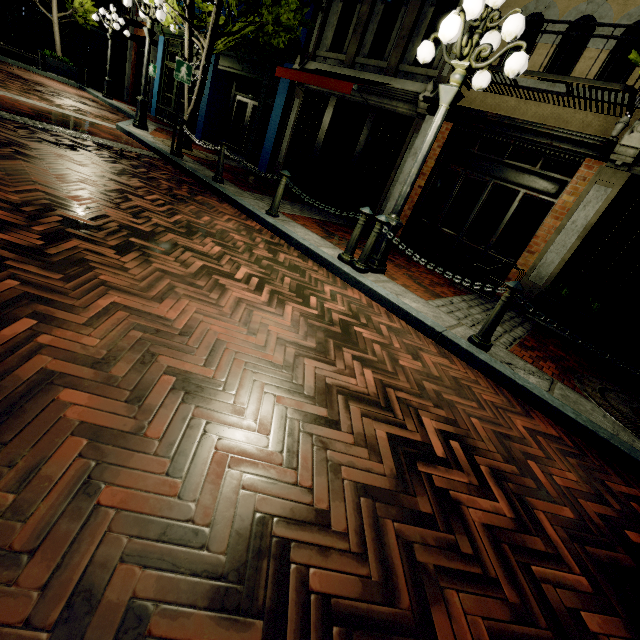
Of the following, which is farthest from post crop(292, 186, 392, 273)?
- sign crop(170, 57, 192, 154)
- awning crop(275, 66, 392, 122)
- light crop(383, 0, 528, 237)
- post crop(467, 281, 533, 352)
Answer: sign crop(170, 57, 192, 154)

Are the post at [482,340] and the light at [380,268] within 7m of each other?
yes

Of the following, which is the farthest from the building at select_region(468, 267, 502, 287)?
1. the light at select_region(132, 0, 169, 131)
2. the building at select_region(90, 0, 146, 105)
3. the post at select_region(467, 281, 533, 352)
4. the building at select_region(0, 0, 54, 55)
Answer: the building at select_region(0, 0, 54, 55)

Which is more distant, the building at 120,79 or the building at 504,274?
the building at 120,79

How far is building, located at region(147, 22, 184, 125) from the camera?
15.12m

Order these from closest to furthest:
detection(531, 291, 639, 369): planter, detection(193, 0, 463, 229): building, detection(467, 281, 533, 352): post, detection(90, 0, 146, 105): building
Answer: detection(467, 281, 533, 352): post, detection(531, 291, 639, 369): planter, detection(193, 0, 463, 229): building, detection(90, 0, 146, 105): building

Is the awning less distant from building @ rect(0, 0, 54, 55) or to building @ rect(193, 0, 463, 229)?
building @ rect(193, 0, 463, 229)

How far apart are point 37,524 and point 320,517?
1.1 meters
